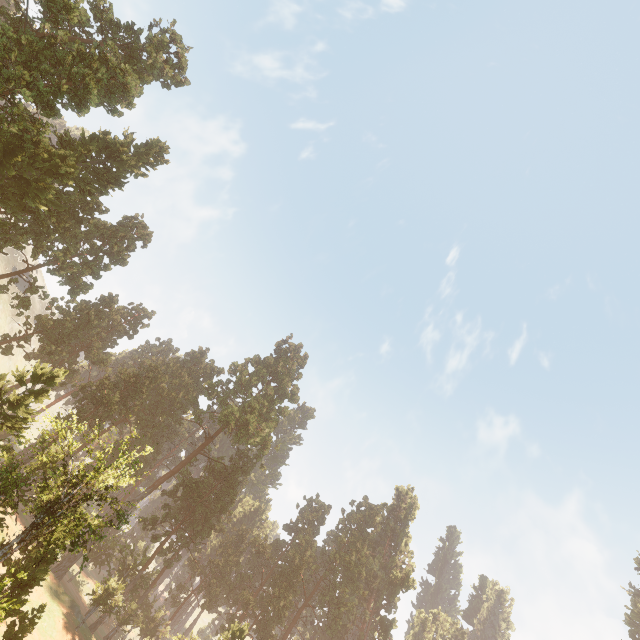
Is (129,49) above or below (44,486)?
above

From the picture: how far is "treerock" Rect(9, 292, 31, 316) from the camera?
40.75m

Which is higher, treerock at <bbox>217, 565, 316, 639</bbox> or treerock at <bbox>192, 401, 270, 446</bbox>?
treerock at <bbox>192, 401, 270, 446</bbox>

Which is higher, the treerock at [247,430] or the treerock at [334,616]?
the treerock at [247,430]

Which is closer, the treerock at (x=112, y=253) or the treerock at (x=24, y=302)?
the treerock at (x=112, y=253)

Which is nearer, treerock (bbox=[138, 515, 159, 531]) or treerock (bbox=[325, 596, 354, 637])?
treerock (bbox=[138, 515, 159, 531])
